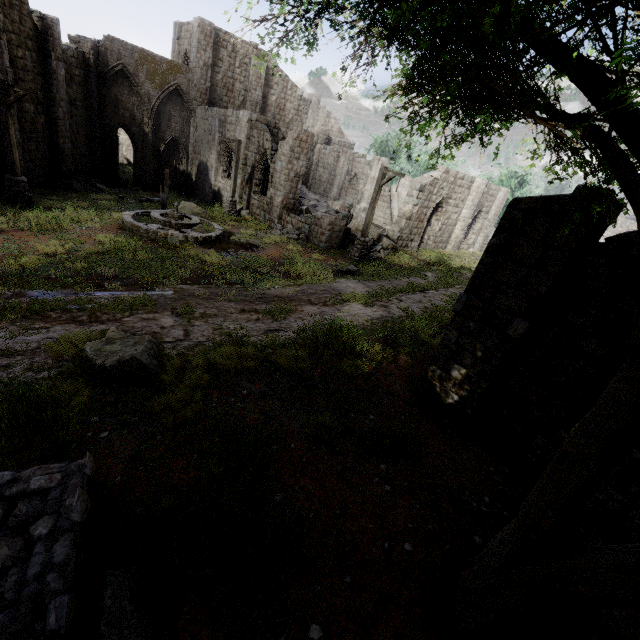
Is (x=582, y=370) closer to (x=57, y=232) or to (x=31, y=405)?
(x=31, y=405)

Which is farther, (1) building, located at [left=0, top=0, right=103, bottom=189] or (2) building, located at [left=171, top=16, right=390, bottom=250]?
(2) building, located at [left=171, top=16, right=390, bottom=250]

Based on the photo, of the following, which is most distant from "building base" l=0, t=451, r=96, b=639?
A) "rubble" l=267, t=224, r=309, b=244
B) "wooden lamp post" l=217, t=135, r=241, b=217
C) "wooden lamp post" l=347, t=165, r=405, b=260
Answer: "wooden lamp post" l=217, t=135, r=241, b=217

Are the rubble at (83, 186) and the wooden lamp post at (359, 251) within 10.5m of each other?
no

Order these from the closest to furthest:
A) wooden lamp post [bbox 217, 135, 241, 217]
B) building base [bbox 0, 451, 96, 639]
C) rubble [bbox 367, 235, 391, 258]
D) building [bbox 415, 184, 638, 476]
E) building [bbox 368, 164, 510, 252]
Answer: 1. building base [bbox 0, 451, 96, 639]
2. building [bbox 415, 184, 638, 476]
3. rubble [bbox 367, 235, 391, 258]
4. wooden lamp post [bbox 217, 135, 241, 217]
5. building [bbox 368, 164, 510, 252]

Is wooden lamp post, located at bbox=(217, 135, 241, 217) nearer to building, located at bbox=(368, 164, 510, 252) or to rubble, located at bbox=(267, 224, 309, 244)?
building, located at bbox=(368, 164, 510, 252)

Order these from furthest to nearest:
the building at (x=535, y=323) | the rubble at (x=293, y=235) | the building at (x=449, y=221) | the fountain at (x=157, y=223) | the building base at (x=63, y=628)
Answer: the building at (x=449, y=221) → the rubble at (x=293, y=235) → the fountain at (x=157, y=223) → the building at (x=535, y=323) → the building base at (x=63, y=628)

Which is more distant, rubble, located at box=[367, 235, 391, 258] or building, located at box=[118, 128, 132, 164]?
building, located at box=[118, 128, 132, 164]
